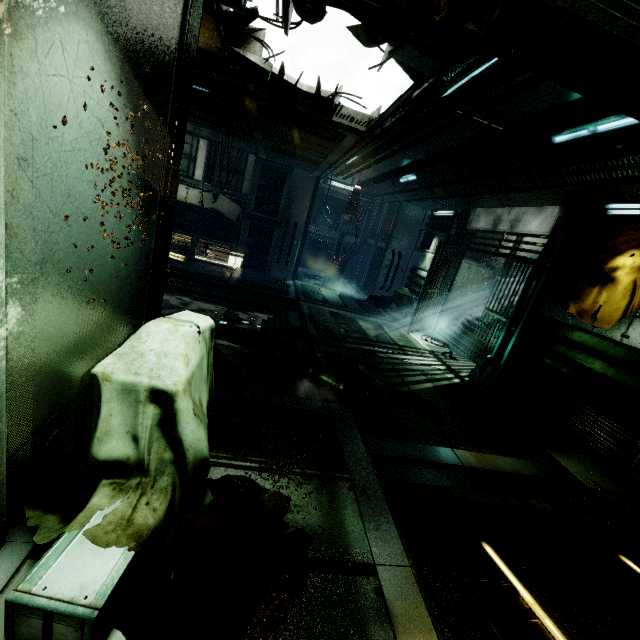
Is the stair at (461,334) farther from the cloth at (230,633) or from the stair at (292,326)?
the cloth at (230,633)

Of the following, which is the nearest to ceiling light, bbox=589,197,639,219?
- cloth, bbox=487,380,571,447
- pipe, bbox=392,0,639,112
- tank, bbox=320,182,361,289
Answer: pipe, bbox=392,0,639,112

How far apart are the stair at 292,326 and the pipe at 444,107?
5.1m

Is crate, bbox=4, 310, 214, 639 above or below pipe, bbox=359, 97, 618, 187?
below

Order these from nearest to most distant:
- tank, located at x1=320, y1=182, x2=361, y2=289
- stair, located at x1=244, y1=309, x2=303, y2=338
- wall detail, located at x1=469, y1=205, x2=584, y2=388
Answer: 1. wall detail, located at x1=469, y1=205, x2=584, y2=388
2. stair, located at x1=244, y1=309, x2=303, y2=338
3. tank, located at x1=320, y1=182, x2=361, y2=289

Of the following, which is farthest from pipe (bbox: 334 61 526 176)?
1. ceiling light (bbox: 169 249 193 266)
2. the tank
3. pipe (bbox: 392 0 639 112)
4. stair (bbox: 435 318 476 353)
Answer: ceiling light (bbox: 169 249 193 266)

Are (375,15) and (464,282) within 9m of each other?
no

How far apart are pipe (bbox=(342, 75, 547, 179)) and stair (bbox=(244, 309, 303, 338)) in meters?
5.1 m
